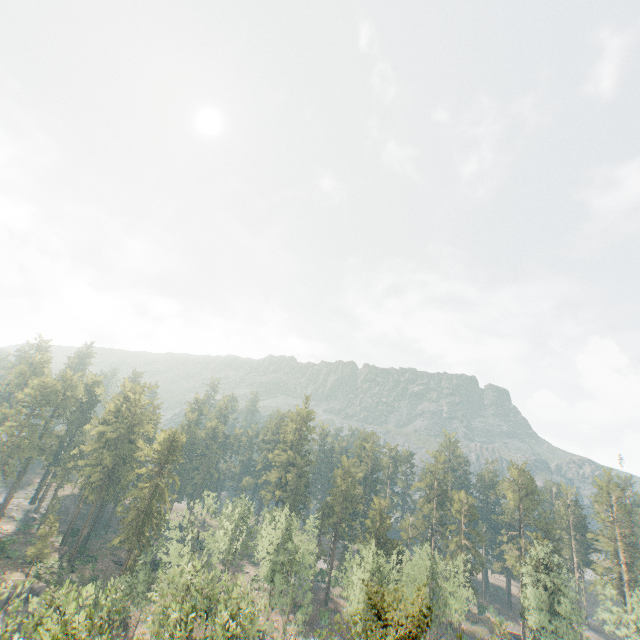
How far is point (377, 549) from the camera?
59.47m

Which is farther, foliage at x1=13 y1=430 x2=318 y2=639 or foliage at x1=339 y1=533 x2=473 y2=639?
foliage at x1=13 y1=430 x2=318 y2=639

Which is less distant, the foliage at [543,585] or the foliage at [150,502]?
the foliage at [150,502]

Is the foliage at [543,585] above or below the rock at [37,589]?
above

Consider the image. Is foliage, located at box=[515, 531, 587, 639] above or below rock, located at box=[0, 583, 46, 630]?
above

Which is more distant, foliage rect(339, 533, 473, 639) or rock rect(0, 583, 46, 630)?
rock rect(0, 583, 46, 630)

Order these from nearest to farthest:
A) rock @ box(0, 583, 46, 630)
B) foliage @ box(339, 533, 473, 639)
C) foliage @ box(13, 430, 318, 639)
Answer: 1. foliage @ box(339, 533, 473, 639)
2. foliage @ box(13, 430, 318, 639)
3. rock @ box(0, 583, 46, 630)
